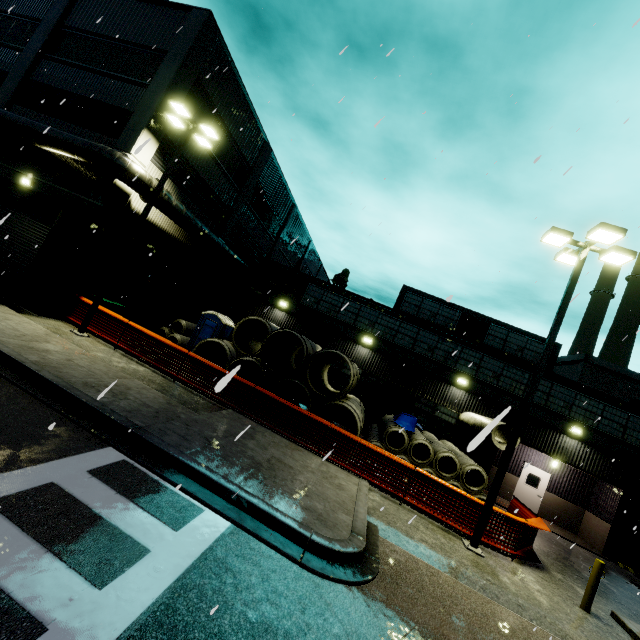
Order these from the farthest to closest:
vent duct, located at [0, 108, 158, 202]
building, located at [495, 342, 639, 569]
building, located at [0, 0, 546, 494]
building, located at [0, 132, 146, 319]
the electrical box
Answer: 1. building, located at [495, 342, 639, 569]
2. building, located at [0, 0, 546, 494]
3. the electrical box
4. building, located at [0, 132, 146, 319]
5. vent duct, located at [0, 108, 158, 202]

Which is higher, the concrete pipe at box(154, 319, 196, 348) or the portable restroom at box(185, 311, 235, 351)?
the portable restroom at box(185, 311, 235, 351)

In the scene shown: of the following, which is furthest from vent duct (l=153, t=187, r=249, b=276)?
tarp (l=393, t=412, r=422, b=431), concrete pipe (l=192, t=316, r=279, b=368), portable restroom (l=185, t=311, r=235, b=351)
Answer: portable restroom (l=185, t=311, r=235, b=351)

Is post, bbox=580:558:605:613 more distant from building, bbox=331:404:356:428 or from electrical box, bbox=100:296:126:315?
electrical box, bbox=100:296:126:315

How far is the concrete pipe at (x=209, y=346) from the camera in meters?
15.0

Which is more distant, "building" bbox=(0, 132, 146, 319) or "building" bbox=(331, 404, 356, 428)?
"building" bbox=(331, 404, 356, 428)

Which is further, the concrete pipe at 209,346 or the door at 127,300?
the door at 127,300

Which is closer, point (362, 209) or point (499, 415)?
point (499, 415)
